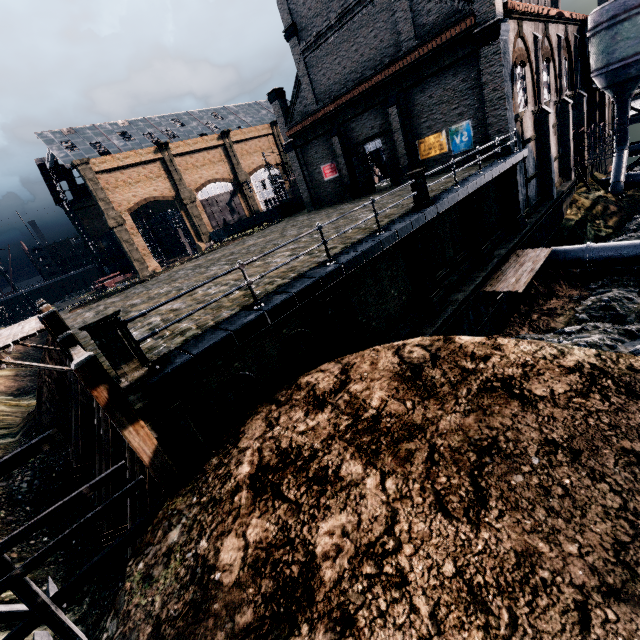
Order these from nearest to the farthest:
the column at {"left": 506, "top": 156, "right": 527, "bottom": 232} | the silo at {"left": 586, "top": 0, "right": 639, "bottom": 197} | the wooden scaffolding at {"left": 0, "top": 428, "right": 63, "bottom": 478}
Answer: the wooden scaffolding at {"left": 0, "top": 428, "right": 63, "bottom": 478} < the column at {"left": 506, "top": 156, "right": 527, "bottom": 232} < the silo at {"left": 586, "top": 0, "right": 639, "bottom": 197}

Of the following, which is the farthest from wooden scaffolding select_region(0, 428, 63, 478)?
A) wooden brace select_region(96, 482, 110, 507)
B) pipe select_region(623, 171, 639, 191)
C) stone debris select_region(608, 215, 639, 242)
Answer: pipe select_region(623, 171, 639, 191)

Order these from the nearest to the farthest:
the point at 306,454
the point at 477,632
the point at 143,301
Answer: the point at 477,632, the point at 306,454, the point at 143,301

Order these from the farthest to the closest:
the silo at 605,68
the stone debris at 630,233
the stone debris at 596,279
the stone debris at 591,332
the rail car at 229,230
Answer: the rail car at 229,230 < the silo at 605,68 < the stone debris at 630,233 < the stone debris at 596,279 < the stone debris at 591,332

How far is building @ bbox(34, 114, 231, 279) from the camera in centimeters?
4797cm

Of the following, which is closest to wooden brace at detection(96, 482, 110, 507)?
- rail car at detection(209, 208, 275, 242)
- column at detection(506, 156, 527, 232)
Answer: column at detection(506, 156, 527, 232)

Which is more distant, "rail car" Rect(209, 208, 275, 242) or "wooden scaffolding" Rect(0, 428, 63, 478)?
"rail car" Rect(209, 208, 275, 242)

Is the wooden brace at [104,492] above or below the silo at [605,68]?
below
